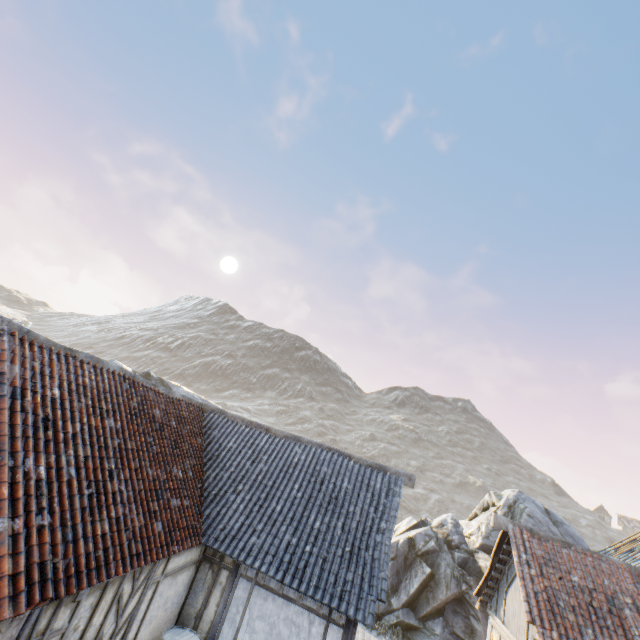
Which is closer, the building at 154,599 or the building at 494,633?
the building at 154,599

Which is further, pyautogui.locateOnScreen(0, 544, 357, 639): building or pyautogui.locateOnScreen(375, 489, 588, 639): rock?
pyautogui.locateOnScreen(375, 489, 588, 639): rock

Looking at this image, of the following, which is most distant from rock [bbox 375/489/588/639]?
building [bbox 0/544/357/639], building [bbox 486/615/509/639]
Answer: building [bbox 486/615/509/639]

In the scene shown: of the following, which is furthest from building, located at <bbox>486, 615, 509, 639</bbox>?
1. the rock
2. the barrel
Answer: the barrel

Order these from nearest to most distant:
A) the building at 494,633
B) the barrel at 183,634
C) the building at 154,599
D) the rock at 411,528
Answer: the building at 154,599 → the barrel at 183,634 → the building at 494,633 → the rock at 411,528

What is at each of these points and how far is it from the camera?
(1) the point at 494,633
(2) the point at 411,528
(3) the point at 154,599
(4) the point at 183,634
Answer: (1) building, 9.7m
(2) rock, 17.4m
(3) building, 6.7m
(4) barrel, 7.2m

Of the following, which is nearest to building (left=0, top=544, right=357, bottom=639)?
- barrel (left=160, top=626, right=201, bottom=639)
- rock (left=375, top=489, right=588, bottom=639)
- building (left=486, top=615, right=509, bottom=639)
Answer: barrel (left=160, top=626, right=201, bottom=639)
